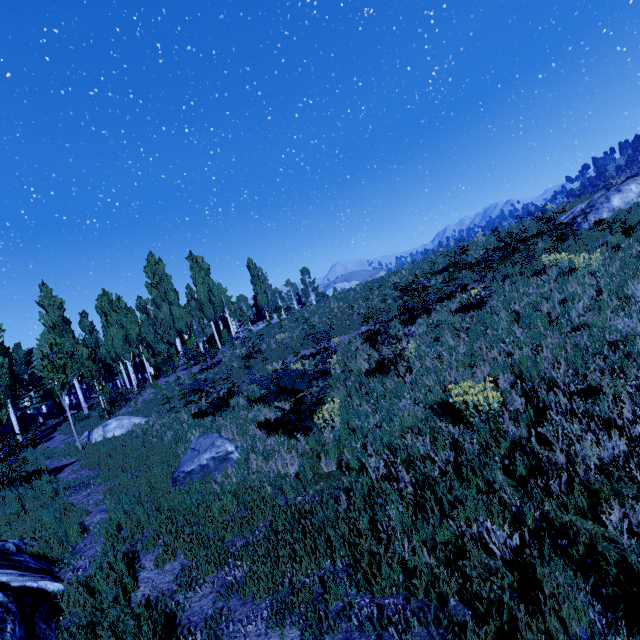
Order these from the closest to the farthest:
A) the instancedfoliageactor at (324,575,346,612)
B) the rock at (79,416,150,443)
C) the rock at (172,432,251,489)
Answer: the instancedfoliageactor at (324,575,346,612) → the rock at (172,432,251,489) → the rock at (79,416,150,443)

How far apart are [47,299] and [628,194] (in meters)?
43.13

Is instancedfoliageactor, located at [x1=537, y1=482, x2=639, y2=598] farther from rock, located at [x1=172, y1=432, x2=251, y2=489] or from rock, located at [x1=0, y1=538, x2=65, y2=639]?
rock, located at [x1=172, y1=432, x2=251, y2=489]

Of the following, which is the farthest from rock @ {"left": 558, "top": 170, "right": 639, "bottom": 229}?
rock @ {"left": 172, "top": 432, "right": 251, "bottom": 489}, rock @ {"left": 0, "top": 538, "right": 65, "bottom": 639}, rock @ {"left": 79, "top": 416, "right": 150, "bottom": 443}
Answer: rock @ {"left": 79, "top": 416, "right": 150, "bottom": 443}

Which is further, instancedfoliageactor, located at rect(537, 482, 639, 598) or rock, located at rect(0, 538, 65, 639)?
rock, located at rect(0, 538, 65, 639)

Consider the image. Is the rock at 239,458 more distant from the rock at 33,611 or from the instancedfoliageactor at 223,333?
the rock at 33,611

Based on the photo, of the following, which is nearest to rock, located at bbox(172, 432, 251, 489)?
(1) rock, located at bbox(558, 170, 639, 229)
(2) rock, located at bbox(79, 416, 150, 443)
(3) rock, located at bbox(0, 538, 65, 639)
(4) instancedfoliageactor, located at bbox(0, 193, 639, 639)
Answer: (4) instancedfoliageactor, located at bbox(0, 193, 639, 639)

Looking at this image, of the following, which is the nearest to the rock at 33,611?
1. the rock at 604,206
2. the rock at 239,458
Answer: the rock at 239,458
